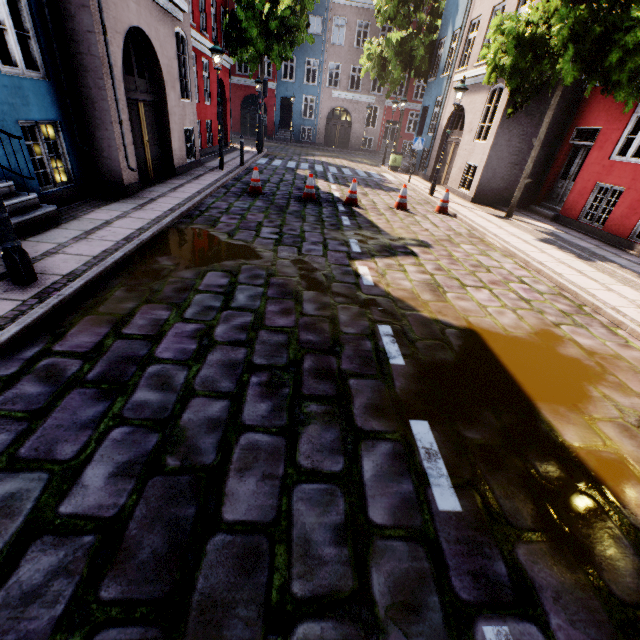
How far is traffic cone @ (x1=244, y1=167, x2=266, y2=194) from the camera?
9.6 meters

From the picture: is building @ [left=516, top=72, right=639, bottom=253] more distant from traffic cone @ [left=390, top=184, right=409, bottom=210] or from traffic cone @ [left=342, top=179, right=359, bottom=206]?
traffic cone @ [left=342, top=179, right=359, bottom=206]

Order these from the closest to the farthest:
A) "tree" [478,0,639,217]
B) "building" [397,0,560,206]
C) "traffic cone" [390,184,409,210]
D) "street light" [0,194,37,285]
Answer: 1. "street light" [0,194,37,285]
2. "tree" [478,0,639,217]
3. "traffic cone" [390,184,409,210]
4. "building" [397,0,560,206]

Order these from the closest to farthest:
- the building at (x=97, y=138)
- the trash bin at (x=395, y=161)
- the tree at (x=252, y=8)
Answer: the building at (x=97, y=138), the tree at (x=252, y=8), the trash bin at (x=395, y=161)

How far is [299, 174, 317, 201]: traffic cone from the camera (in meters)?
9.70

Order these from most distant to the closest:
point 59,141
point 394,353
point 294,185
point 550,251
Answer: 1. point 294,185
2. point 550,251
3. point 59,141
4. point 394,353

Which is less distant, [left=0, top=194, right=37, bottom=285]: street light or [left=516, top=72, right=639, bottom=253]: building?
[left=0, top=194, right=37, bottom=285]: street light

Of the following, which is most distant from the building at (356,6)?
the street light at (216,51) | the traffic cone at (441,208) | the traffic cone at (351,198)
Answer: Answer: the traffic cone at (351,198)
